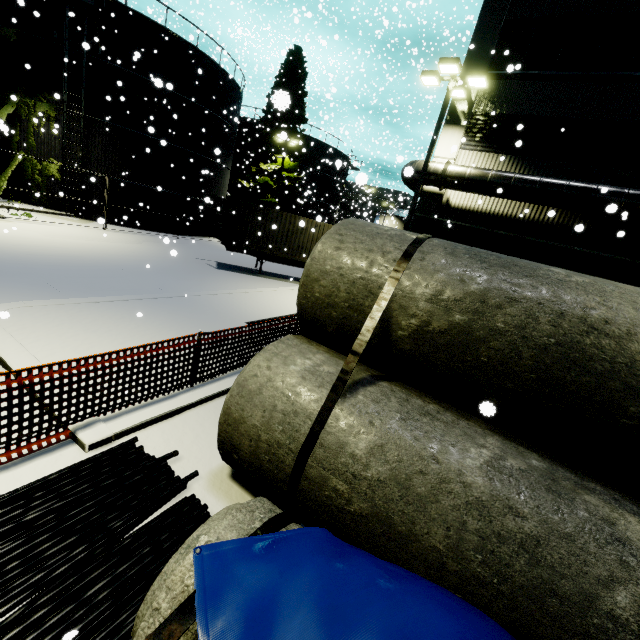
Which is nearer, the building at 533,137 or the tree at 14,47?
the building at 533,137

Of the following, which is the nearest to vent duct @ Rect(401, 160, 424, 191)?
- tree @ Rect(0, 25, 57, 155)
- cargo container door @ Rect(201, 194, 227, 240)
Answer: tree @ Rect(0, 25, 57, 155)

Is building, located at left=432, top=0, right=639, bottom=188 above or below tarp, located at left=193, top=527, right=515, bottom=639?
above

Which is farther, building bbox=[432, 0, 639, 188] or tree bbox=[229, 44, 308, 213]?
tree bbox=[229, 44, 308, 213]

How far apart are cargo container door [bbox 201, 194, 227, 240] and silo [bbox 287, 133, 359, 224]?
21.7m

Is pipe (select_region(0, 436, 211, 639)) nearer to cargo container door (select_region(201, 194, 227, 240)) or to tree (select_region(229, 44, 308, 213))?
tree (select_region(229, 44, 308, 213))

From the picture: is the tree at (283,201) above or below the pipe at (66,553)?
above

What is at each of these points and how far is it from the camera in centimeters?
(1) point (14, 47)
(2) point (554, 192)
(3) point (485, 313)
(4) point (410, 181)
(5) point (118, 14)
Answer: (1) tree, 1744cm
(2) vent duct, 1144cm
(3) concrete pipe stack, 331cm
(4) vent duct, 1432cm
(5) silo, 1806cm
